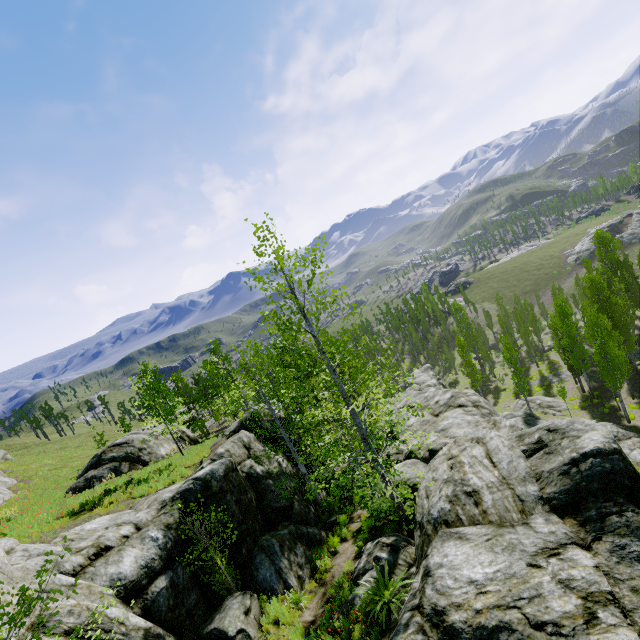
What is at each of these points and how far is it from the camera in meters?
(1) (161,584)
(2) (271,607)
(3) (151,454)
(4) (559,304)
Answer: (1) rock, 9.6
(2) instancedfoliageactor, 9.6
(3) rock, 24.9
(4) instancedfoliageactor, 34.5

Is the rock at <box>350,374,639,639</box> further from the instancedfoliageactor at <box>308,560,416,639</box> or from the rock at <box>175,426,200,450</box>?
the rock at <box>175,426,200,450</box>

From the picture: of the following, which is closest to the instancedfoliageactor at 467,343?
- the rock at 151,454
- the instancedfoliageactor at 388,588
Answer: the instancedfoliageactor at 388,588

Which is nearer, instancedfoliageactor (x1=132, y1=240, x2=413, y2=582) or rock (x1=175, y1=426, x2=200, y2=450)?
instancedfoliageactor (x1=132, y1=240, x2=413, y2=582)

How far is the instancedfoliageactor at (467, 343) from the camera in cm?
4306

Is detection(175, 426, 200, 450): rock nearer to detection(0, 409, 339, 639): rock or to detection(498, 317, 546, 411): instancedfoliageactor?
detection(0, 409, 339, 639): rock

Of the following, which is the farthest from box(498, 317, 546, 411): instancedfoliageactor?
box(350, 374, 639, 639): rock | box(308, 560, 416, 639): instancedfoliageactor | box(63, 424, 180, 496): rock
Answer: box(63, 424, 180, 496): rock

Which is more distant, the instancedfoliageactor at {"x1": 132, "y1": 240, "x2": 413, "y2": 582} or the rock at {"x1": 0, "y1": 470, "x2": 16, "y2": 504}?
the rock at {"x1": 0, "y1": 470, "x2": 16, "y2": 504}
